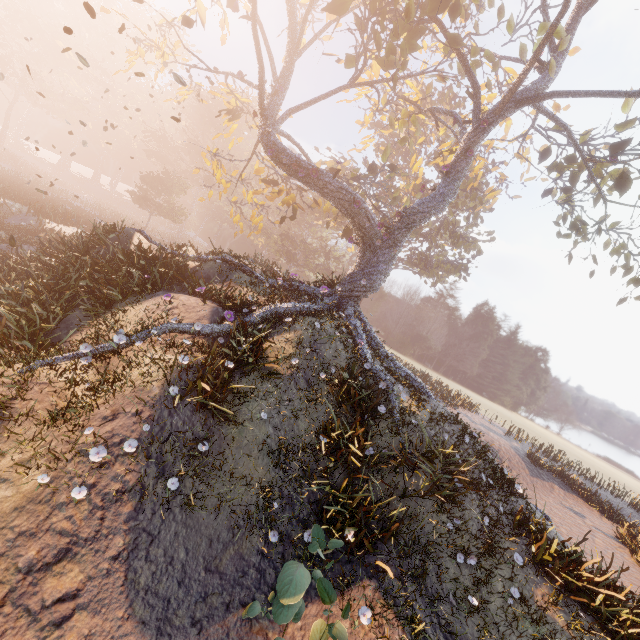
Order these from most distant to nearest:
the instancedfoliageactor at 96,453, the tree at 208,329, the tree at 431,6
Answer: the tree at 431,6 < the tree at 208,329 < the instancedfoliageactor at 96,453

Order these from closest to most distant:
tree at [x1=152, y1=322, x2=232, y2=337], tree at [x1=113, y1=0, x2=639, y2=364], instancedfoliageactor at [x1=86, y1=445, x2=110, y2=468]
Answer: instancedfoliageactor at [x1=86, y1=445, x2=110, y2=468] < tree at [x1=152, y1=322, x2=232, y2=337] < tree at [x1=113, y1=0, x2=639, y2=364]

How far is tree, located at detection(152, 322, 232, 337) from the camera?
8.9m

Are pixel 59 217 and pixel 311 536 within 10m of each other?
no

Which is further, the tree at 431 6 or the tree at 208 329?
the tree at 431 6

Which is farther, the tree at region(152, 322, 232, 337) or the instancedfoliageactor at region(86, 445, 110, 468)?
the tree at region(152, 322, 232, 337)

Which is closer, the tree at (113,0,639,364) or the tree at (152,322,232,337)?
the tree at (152,322,232,337)

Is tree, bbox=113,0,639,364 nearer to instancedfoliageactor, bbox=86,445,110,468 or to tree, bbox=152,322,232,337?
tree, bbox=152,322,232,337
